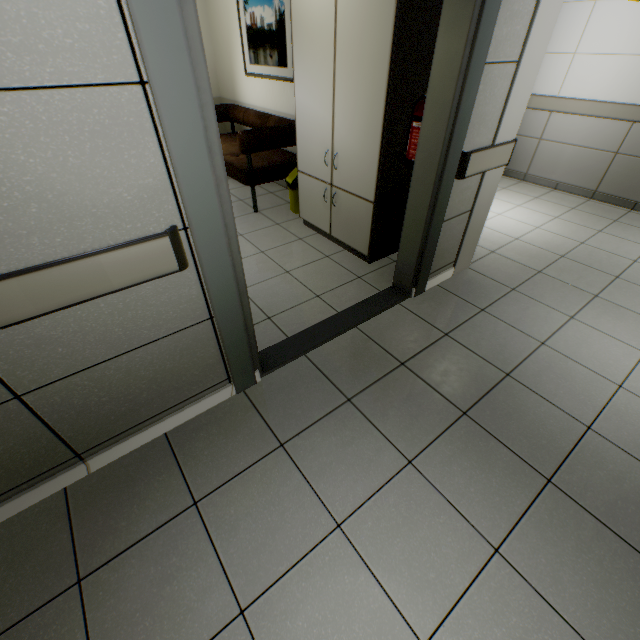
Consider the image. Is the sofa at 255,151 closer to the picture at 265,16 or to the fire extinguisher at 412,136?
the picture at 265,16

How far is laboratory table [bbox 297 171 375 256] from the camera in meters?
3.0

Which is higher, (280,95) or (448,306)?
(280,95)

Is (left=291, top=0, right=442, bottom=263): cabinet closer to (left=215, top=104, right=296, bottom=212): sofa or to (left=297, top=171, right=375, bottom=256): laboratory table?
(left=297, top=171, right=375, bottom=256): laboratory table

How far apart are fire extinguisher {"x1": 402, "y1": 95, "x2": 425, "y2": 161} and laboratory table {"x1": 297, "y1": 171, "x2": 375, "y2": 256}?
0.5 meters

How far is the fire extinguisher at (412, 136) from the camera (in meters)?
2.16

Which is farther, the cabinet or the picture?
the picture

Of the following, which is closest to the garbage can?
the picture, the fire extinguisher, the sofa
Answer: the sofa
